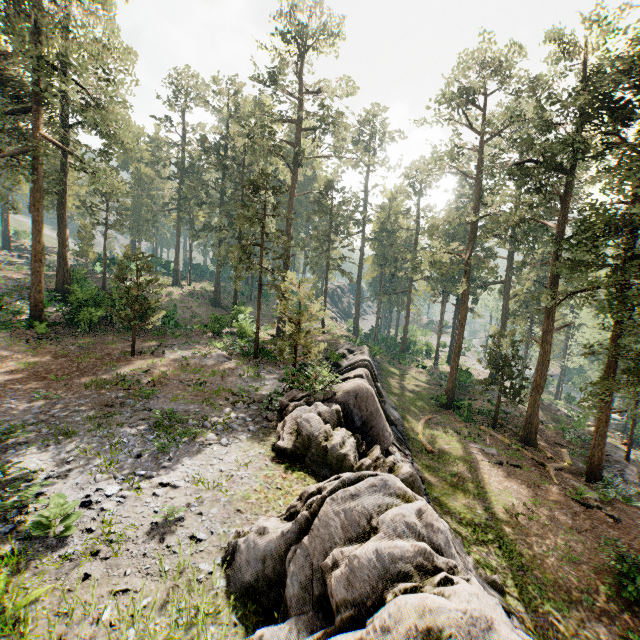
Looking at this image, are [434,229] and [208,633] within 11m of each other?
no

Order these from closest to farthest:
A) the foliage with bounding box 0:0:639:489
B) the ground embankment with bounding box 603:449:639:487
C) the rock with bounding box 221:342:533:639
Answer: the rock with bounding box 221:342:533:639 → the foliage with bounding box 0:0:639:489 → the ground embankment with bounding box 603:449:639:487

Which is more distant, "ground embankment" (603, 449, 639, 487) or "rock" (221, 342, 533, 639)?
"ground embankment" (603, 449, 639, 487)

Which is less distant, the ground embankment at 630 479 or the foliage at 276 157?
the foliage at 276 157

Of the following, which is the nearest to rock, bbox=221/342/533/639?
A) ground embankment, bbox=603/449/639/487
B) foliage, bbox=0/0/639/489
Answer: foliage, bbox=0/0/639/489

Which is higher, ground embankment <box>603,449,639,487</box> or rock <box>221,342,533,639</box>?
rock <box>221,342,533,639</box>

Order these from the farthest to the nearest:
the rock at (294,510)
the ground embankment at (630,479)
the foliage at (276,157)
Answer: the ground embankment at (630,479) → the foliage at (276,157) → the rock at (294,510)
